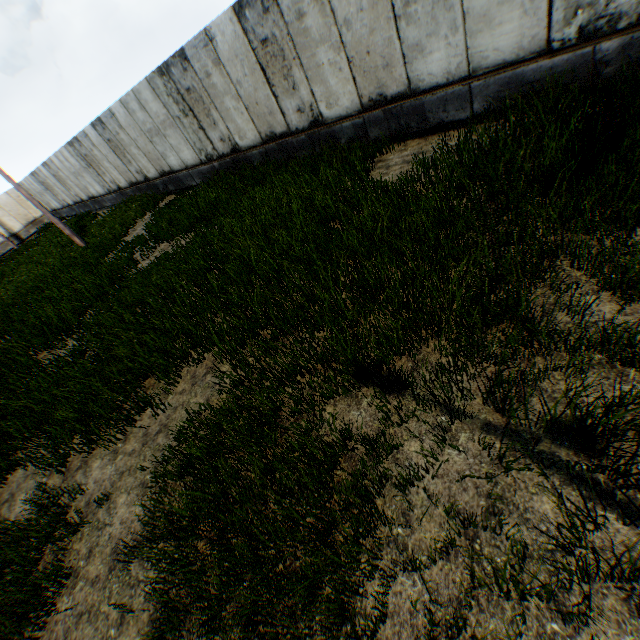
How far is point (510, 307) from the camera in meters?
3.1 m
